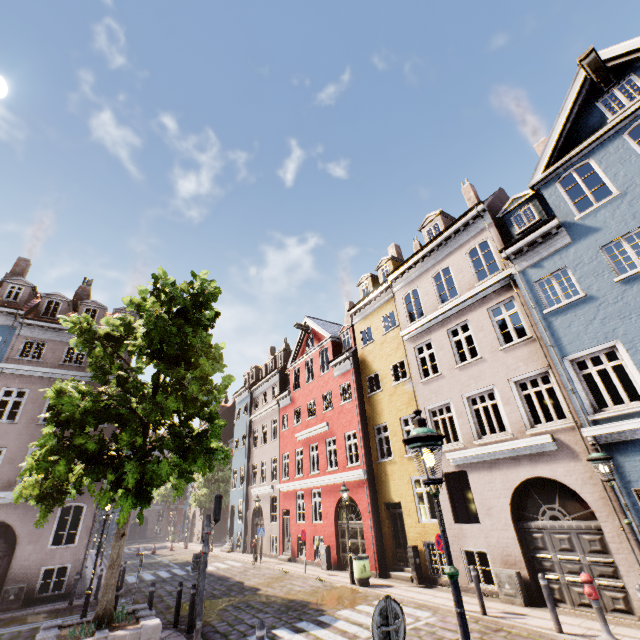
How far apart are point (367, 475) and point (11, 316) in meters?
22.0

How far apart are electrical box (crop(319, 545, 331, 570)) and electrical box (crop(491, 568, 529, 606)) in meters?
9.4 m

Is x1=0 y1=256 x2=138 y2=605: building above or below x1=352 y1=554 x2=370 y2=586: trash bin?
above

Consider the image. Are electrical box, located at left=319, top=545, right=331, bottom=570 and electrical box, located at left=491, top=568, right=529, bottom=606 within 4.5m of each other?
no

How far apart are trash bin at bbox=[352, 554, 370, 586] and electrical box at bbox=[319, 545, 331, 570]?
3.9m

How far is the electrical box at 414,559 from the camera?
12.9 meters

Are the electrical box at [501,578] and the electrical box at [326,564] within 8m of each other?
no

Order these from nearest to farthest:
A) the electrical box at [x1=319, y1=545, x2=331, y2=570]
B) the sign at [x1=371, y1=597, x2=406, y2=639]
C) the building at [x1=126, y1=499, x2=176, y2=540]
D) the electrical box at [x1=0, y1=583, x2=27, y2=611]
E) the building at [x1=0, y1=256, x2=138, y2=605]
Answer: the sign at [x1=371, y1=597, x2=406, y2=639] → the electrical box at [x1=0, y1=583, x2=27, y2=611] → the building at [x1=0, y1=256, x2=138, y2=605] → the electrical box at [x1=319, y1=545, x2=331, y2=570] → the building at [x1=126, y1=499, x2=176, y2=540]
